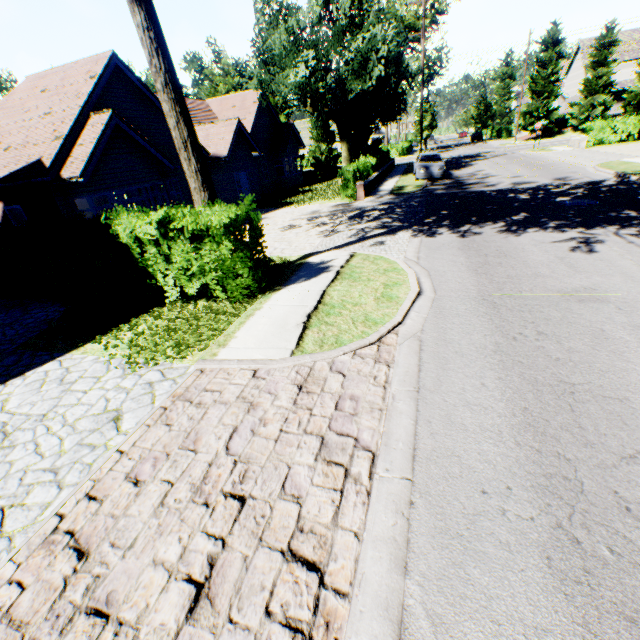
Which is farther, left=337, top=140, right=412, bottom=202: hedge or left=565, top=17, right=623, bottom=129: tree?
left=565, top=17, right=623, bottom=129: tree

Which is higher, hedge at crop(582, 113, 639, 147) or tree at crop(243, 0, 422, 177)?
tree at crop(243, 0, 422, 177)

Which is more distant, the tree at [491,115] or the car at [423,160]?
the tree at [491,115]

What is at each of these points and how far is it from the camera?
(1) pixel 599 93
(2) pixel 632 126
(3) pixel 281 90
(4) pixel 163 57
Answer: (1) tree, 38.4 meters
(2) hedge, 26.7 meters
(3) tree, 19.2 meters
(4) tree, 6.4 meters

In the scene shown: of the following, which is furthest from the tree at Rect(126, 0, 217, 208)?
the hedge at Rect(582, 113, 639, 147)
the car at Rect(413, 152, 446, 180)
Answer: the hedge at Rect(582, 113, 639, 147)

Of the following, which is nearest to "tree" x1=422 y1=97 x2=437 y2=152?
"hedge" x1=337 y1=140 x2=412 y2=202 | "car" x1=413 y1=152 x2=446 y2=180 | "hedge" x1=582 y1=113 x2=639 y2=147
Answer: "hedge" x1=337 y1=140 x2=412 y2=202

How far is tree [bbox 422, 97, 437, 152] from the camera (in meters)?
43.69

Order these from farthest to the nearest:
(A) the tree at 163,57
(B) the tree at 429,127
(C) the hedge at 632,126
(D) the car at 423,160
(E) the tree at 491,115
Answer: (E) the tree at 491,115 < (B) the tree at 429,127 < (C) the hedge at 632,126 < (D) the car at 423,160 < (A) the tree at 163,57
